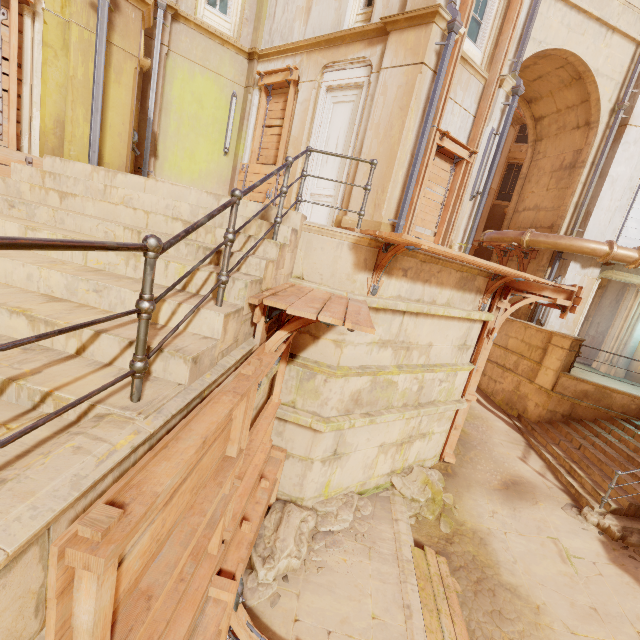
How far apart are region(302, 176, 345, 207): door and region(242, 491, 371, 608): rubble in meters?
5.9 m

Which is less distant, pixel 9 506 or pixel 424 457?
pixel 9 506

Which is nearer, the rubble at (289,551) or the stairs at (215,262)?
the stairs at (215,262)

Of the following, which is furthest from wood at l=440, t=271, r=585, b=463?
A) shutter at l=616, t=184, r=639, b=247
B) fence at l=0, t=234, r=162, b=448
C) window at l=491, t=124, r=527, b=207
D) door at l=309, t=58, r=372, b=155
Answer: window at l=491, t=124, r=527, b=207

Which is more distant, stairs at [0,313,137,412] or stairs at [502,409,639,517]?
stairs at [502,409,639,517]

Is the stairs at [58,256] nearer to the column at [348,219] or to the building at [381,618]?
the column at [348,219]

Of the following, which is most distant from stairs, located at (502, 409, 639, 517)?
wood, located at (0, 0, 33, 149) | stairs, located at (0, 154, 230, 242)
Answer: wood, located at (0, 0, 33, 149)

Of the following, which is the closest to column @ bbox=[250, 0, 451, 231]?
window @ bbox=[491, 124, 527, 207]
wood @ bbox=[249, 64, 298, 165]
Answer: wood @ bbox=[249, 64, 298, 165]
